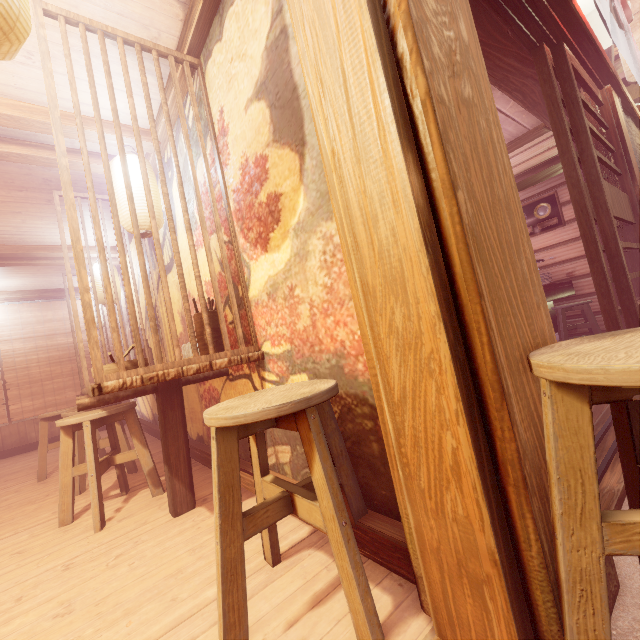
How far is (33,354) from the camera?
11.3 meters

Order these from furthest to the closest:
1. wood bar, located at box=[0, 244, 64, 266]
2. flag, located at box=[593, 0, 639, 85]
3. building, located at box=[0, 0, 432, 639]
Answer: wood bar, located at box=[0, 244, 64, 266], flag, located at box=[593, 0, 639, 85], building, located at box=[0, 0, 432, 639]

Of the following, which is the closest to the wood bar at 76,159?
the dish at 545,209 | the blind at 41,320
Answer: the blind at 41,320

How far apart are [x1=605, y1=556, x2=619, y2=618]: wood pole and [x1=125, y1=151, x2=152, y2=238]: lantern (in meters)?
4.04

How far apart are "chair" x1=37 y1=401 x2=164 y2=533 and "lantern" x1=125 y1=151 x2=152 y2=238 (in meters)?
2.42

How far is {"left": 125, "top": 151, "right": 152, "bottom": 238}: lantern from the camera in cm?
454

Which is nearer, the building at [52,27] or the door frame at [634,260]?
the building at [52,27]

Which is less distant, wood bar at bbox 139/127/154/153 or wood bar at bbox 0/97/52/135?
wood bar at bbox 0/97/52/135
